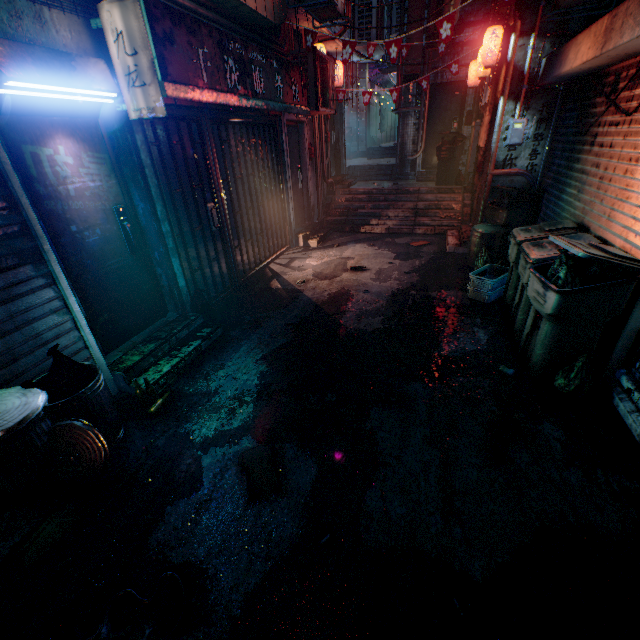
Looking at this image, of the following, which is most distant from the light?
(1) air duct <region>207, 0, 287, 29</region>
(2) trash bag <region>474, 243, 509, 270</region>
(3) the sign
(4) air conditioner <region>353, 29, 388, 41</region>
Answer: (4) air conditioner <region>353, 29, 388, 41</region>

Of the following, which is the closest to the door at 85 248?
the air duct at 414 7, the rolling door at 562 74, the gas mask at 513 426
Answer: the gas mask at 513 426

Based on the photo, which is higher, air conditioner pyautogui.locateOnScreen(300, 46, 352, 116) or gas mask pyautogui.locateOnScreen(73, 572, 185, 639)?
air conditioner pyautogui.locateOnScreen(300, 46, 352, 116)

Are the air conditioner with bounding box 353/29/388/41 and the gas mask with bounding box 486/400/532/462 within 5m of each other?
no

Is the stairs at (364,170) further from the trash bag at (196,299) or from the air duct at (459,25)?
the trash bag at (196,299)

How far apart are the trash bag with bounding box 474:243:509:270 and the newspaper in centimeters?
393cm

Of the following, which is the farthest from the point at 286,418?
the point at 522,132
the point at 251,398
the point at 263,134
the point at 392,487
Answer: the point at 522,132

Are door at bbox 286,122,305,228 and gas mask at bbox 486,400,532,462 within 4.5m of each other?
no
